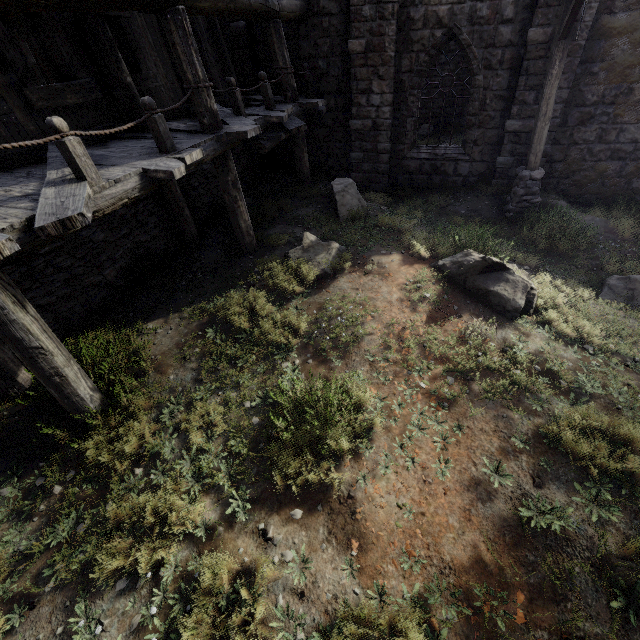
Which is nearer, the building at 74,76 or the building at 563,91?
the building at 74,76

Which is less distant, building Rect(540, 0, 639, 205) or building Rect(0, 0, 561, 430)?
building Rect(0, 0, 561, 430)

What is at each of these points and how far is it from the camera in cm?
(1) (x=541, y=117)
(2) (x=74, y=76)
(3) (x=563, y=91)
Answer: (1) wooden lamp post, 784
(2) building, 577
(3) building, 862

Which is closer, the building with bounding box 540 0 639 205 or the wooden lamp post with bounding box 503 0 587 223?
the wooden lamp post with bounding box 503 0 587 223

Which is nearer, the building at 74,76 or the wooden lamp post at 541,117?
Result: the building at 74,76

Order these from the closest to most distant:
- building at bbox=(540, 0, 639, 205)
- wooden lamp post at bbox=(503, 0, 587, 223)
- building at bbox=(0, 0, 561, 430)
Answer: building at bbox=(0, 0, 561, 430)
wooden lamp post at bbox=(503, 0, 587, 223)
building at bbox=(540, 0, 639, 205)
